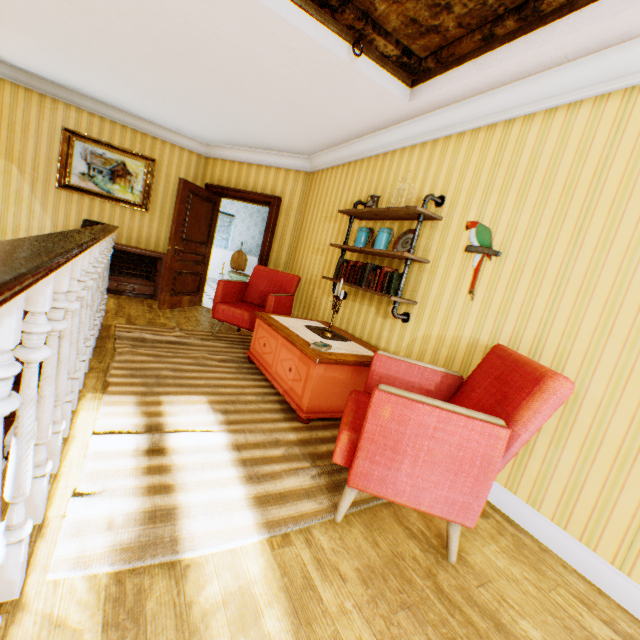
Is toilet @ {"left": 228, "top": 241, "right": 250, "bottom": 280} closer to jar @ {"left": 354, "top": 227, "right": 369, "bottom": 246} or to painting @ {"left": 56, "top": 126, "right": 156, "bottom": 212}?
painting @ {"left": 56, "top": 126, "right": 156, "bottom": 212}

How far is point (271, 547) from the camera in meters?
1.6

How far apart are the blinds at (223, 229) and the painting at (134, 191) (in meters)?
4.09

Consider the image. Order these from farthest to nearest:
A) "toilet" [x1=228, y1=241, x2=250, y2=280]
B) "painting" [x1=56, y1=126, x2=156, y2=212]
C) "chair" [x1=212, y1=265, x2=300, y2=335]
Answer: "toilet" [x1=228, y1=241, x2=250, y2=280]
"painting" [x1=56, y1=126, x2=156, y2=212]
"chair" [x1=212, y1=265, x2=300, y2=335]

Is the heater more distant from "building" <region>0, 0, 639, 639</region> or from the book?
the book

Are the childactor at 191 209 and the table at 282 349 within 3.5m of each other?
yes

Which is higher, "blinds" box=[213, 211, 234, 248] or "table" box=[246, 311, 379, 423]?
"blinds" box=[213, 211, 234, 248]

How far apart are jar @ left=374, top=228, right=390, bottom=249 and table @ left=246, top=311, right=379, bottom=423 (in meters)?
1.12
